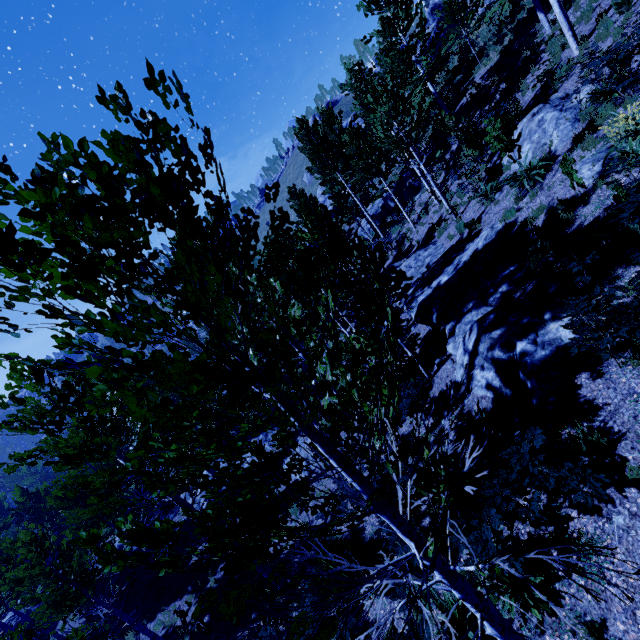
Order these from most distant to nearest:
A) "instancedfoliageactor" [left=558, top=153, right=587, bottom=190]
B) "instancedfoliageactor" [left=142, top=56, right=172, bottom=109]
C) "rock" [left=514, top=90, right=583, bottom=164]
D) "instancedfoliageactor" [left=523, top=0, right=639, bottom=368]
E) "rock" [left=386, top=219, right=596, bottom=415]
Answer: "rock" [left=514, top=90, right=583, bottom=164] < "instancedfoliageactor" [left=558, top=153, right=587, bottom=190] < "rock" [left=386, top=219, right=596, bottom=415] < "instancedfoliageactor" [left=523, top=0, right=639, bottom=368] < "instancedfoliageactor" [left=142, top=56, right=172, bottom=109]

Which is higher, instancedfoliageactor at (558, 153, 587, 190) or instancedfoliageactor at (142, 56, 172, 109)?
instancedfoliageactor at (142, 56, 172, 109)

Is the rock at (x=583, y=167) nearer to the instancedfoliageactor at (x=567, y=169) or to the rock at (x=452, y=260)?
the rock at (x=452, y=260)

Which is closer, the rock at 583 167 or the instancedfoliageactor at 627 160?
the instancedfoliageactor at 627 160

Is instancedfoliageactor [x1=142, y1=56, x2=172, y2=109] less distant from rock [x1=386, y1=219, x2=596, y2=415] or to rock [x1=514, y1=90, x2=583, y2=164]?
rock [x1=386, y1=219, x2=596, y2=415]

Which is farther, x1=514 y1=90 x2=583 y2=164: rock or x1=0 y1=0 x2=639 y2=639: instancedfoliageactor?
x1=514 y1=90 x2=583 y2=164: rock

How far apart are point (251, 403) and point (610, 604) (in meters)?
5.81

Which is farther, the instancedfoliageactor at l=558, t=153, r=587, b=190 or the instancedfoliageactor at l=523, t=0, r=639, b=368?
the instancedfoliageactor at l=558, t=153, r=587, b=190
